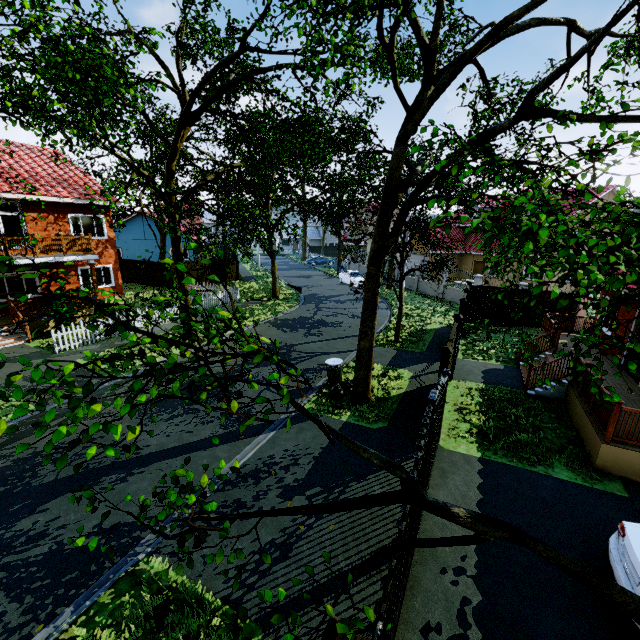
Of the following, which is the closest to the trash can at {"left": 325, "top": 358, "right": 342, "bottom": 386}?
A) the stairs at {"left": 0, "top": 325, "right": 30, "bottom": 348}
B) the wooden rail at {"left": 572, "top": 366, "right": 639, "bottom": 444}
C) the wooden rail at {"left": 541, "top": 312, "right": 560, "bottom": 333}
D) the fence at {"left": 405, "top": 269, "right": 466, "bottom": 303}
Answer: the fence at {"left": 405, "top": 269, "right": 466, "bottom": 303}

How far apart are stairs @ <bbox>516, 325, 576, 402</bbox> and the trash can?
6.25m

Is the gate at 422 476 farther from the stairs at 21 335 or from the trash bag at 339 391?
the stairs at 21 335

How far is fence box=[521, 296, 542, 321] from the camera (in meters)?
17.91

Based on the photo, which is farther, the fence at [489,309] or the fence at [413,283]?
the fence at [413,283]

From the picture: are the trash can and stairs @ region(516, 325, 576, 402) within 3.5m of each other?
no

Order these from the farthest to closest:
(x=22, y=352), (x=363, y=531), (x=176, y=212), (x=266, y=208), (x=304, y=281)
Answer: (x=304, y=281), (x=266, y=208), (x=22, y=352), (x=176, y=212), (x=363, y=531)

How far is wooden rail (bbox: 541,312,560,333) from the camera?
13.55m
